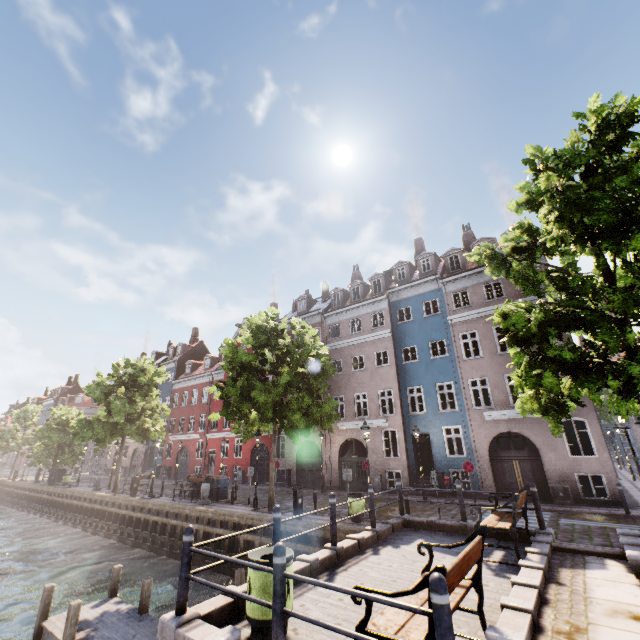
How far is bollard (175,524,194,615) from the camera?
4.8 meters

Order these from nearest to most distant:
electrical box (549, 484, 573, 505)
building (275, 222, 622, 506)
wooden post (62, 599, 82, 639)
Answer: wooden post (62, 599, 82, 639) → electrical box (549, 484, 573, 505) → building (275, 222, 622, 506)

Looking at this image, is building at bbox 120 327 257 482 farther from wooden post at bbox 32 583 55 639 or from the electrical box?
wooden post at bbox 32 583 55 639

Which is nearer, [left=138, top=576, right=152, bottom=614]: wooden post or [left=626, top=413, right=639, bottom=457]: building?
[left=138, top=576, right=152, bottom=614]: wooden post

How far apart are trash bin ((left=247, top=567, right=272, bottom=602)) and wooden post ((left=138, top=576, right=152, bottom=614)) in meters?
7.3 m

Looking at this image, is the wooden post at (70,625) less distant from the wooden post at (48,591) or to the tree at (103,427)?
the wooden post at (48,591)

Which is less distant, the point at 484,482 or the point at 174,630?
the point at 174,630

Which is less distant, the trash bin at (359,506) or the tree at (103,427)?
the trash bin at (359,506)
